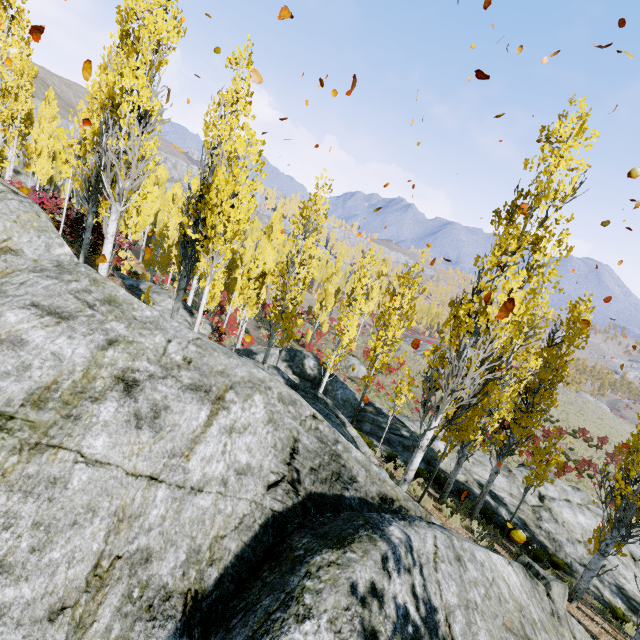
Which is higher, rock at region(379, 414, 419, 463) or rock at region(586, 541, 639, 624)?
rock at region(379, 414, 419, 463)

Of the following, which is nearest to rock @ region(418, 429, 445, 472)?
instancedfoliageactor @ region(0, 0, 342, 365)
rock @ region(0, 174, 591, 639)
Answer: instancedfoliageactor @ region(0, 0, 342, 365)

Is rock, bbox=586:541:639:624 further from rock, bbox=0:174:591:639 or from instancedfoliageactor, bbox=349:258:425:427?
rock, bbox=0:174:591:639

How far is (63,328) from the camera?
2.8m

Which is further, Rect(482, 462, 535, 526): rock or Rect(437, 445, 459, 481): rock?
Rect(437, 445, 459, 481): rock

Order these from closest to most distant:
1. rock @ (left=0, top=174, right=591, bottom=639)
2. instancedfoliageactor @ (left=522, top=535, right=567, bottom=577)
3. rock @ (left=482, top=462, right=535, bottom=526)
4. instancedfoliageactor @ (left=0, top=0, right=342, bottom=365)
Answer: rock @ (left=0, top=174, right=591, bottom=639), instancedfoliageactor @ (left=0, top=0, right=342, bottom=365), instancedfoliageactor @ (left=522, top=535, right=567, bottom=577), rock @ (left=482, top=462, right=535, bottom=526)

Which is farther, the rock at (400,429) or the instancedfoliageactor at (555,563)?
the rock at (400,429)
